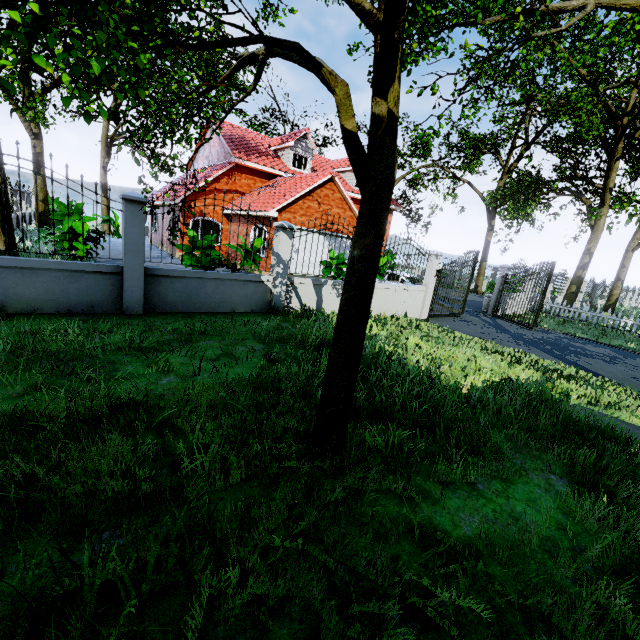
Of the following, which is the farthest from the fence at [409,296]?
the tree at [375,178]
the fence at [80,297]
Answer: the fence at [80,297]

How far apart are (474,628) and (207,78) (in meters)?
8.10

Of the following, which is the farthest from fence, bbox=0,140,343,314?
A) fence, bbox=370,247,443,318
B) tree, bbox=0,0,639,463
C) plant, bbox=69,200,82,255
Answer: fence, bbox=370,247,443,318

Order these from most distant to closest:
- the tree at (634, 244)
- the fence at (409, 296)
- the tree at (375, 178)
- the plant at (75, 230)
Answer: the tree at (634, 244) < the fence at (409, 296) < the plant at (75, 230) < the tree at (375, 178)

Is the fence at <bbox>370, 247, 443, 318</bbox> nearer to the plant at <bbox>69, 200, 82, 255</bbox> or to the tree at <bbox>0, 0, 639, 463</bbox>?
the tree at <bbox>0, 0, 639, 463</bbox>

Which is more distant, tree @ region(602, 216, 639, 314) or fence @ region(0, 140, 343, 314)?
tree @ region(602, 216, 639, 314)

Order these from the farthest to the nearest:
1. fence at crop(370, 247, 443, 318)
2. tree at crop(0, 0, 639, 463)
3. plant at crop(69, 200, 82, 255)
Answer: fence at crop(370, 247, 443, 318) → plant at crop(69, 200, 82, 255) → tree at crop(0, 0, 639, 463)

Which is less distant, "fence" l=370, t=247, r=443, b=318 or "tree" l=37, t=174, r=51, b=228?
"fence" l=370, t=247, r=443, b=318
